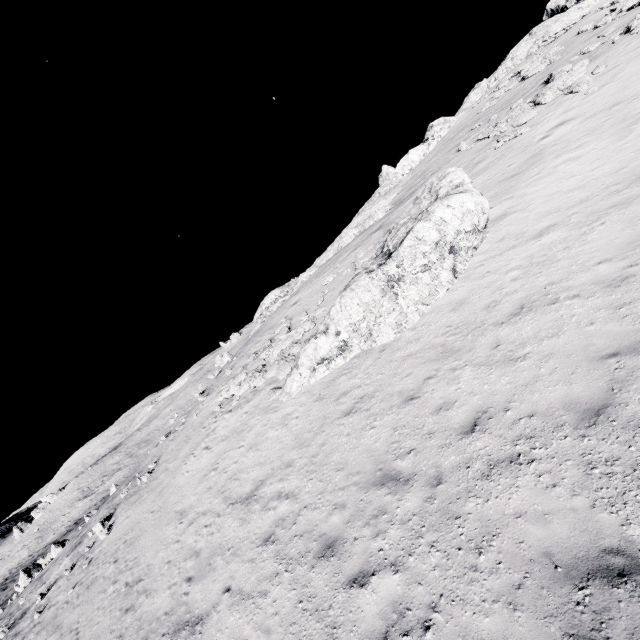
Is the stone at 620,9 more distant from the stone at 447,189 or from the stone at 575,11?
the stone at 447,189

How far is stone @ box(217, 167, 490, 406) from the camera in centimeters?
1230cm

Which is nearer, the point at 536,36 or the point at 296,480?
the point at 296,480

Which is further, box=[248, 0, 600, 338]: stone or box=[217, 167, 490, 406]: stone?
box=[248, 0, 600, 338]: stone

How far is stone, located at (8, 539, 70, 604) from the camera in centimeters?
2681cm

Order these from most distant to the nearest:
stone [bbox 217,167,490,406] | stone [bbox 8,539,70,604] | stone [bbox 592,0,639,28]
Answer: stone [bbox 8,539,70,604] → stone [bbox 592,0,639,28] → stone [bbox 217,167,490,406]

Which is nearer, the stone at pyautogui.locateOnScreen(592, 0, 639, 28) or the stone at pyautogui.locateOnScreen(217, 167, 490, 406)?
the stone at pyautogui.locateOnScreen(217, 167, 490, 406)

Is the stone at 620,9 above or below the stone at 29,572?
above
